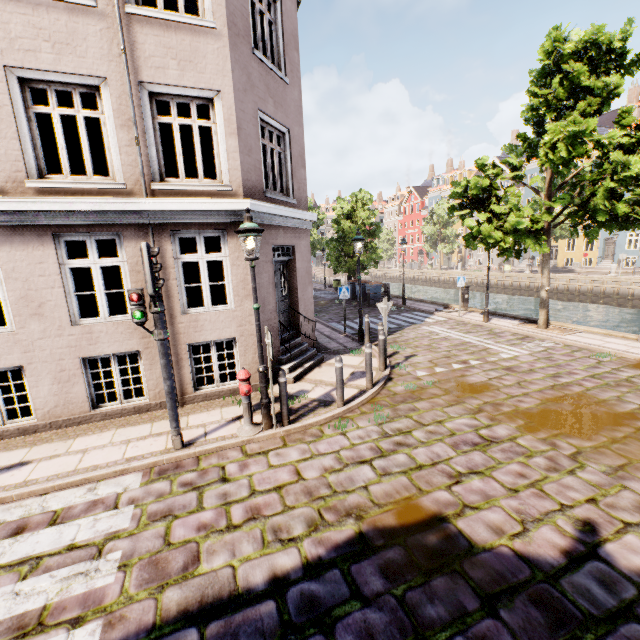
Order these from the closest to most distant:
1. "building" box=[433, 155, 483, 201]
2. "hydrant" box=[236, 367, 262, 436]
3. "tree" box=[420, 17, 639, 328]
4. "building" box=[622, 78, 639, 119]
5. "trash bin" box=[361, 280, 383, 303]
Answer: "hydrant" box=[236, 367, 262, 436] < "tree" box=[420, 17, 639, 328] < "trash bin" box=[361, 280, 383, 303] < "building" box=[622, 78, 639, 119] < "building" box=[433, 155, 483, 201]

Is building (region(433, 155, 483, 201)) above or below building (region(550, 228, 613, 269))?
above

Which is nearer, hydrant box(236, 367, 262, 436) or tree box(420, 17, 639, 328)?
hydrant box(236, 367, 262, 436)

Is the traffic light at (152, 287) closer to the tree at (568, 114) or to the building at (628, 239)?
the tree at (568, 114)

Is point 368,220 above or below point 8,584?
above

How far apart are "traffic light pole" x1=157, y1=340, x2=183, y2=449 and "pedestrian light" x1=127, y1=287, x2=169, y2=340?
0.02m

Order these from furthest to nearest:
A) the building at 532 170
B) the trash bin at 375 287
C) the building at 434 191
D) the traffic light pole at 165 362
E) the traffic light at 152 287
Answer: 1. the building at 434 191
2. the building at 532 170
3. the trash bin at 375 287
4. the traffic light pole at 165 362
5. the traffic light at 152 287

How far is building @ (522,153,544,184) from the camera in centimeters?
4178cm
